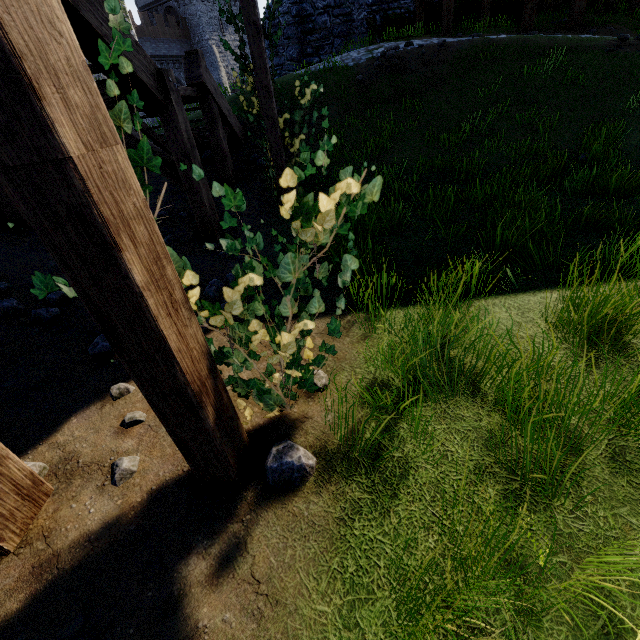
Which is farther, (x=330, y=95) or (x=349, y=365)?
(x=330, y=95)

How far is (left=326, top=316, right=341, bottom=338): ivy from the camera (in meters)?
2.19

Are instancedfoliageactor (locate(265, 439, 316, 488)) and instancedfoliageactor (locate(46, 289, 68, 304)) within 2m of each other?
no

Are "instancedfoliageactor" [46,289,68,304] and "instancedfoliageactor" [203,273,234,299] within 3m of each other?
yes

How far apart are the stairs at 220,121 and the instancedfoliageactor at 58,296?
4.5m

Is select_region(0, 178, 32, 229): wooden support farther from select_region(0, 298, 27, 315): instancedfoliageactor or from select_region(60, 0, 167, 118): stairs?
select_region(0, 298, 27, 315): instancedfoliageactor

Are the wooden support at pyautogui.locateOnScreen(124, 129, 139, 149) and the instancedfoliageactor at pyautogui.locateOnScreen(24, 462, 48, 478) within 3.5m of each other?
no

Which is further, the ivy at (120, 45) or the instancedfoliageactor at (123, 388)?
the instancedfoliageactor at (123, 388)
